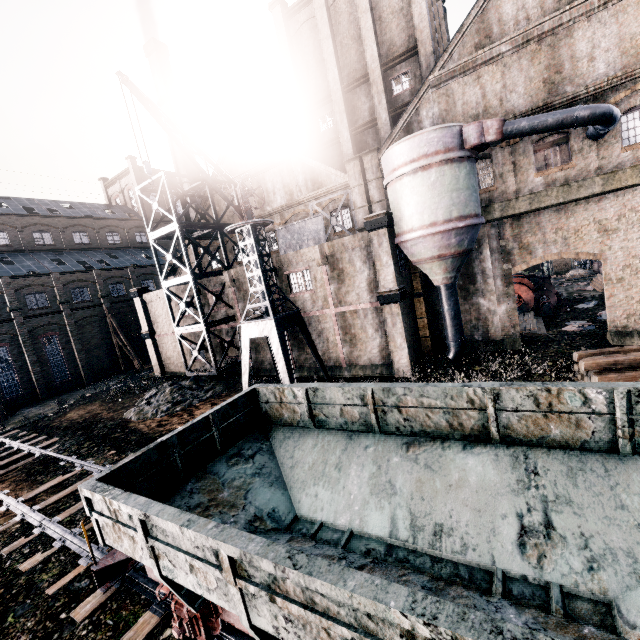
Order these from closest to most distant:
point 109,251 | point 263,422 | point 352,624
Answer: point 352,624 → point 263,422 → point 109,251

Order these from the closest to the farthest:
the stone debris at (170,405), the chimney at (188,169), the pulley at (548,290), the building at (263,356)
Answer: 1. the stone debris at (170,405)
2. the building at (263,356)
3. the pulley at (548,290)
4. the chimney at (188,169)

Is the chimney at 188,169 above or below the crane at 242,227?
above

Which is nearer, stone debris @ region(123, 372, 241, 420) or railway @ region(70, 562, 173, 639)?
railway @ region(70, 562, 173, 639)

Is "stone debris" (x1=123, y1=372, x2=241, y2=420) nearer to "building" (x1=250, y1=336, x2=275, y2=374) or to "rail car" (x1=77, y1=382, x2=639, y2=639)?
"building" (x1=250, y1=336, x2=275, y2=374)

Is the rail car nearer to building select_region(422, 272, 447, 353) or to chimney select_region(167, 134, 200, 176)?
building select_region(422, 272, 447, 353)

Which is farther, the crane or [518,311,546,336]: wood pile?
[518,311,546,336]: wood pile

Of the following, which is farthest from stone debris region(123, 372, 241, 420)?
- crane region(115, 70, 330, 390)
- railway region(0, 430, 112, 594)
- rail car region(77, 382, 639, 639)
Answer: rail car region(77, 382, 639, 639)
